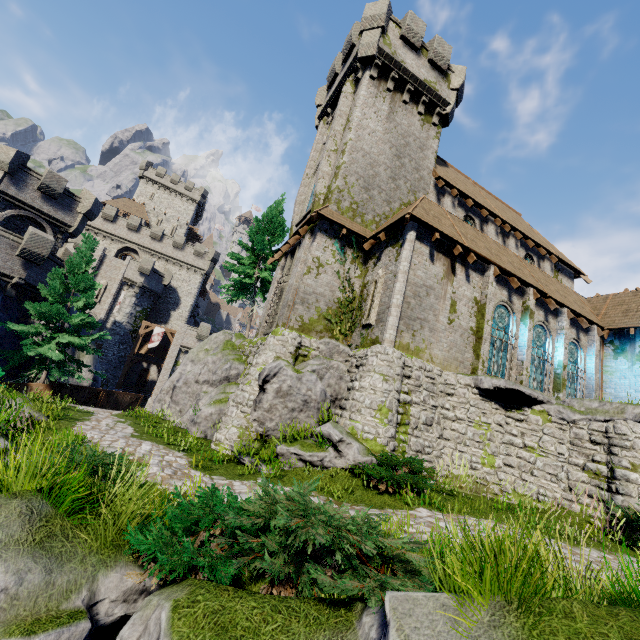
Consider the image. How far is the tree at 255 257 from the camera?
24.1m

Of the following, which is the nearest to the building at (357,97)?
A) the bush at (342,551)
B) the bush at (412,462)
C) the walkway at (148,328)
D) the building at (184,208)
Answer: the bush at (412,462)

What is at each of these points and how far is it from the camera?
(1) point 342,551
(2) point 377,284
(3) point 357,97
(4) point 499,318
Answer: (1) bush, 4.0 meters
(2) window slit, 14.4 meters
(3) building, 18.0 meters
(4) window glass, 15.8 meters

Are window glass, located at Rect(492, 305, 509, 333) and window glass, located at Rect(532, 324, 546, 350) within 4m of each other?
yes

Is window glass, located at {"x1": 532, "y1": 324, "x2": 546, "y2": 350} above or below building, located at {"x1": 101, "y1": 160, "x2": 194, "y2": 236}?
below

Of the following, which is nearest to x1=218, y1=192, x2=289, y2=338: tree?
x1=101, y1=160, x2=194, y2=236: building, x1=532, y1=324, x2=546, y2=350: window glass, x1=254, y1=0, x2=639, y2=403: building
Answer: x1=254, y1=0, x2=639, y2=403: building

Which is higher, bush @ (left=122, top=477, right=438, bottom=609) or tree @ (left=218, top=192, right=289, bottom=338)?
tree @ (left=218, top=192, right=289, bottom=338)

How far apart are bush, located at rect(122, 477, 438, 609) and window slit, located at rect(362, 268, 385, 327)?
9.1m
